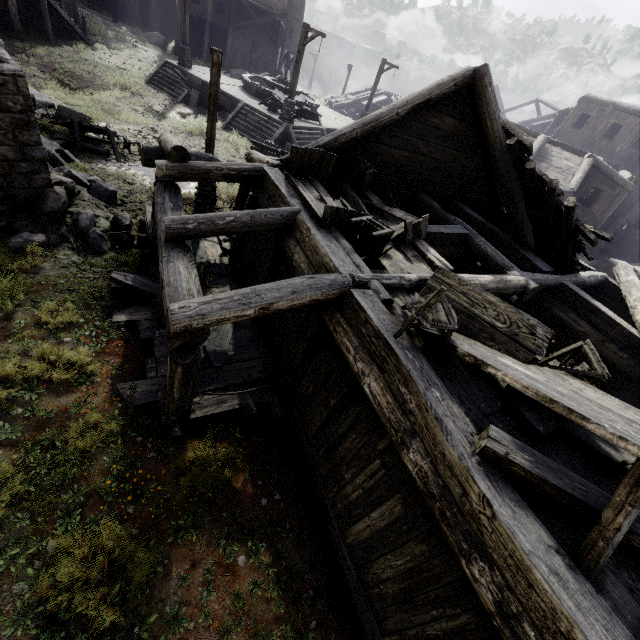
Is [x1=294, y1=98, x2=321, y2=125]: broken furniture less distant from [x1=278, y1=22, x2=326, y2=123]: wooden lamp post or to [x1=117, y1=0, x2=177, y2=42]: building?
[x1=278, y1=22, x2=326, y2=123]: wooden lamp post

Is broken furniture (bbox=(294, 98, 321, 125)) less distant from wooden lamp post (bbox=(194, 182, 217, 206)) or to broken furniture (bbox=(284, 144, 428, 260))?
wooden lamp post (bbox=(194, 182, 217, 206))

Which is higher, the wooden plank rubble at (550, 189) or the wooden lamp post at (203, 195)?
the wooden plank rubble at (550, 189)

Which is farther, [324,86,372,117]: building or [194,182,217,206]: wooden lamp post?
[324,86,372,117]: building

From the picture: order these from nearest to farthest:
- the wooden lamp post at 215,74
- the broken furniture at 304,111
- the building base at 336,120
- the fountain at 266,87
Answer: the wooden lamp post at 215,74
the building base at 336,120
the broken furniture at 304,111
the fountain at 266,87

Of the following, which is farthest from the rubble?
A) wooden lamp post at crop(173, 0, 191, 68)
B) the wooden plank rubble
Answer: wooden lamp post at crop(173, 0, 191, 68)

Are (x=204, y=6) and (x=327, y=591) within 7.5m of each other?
no

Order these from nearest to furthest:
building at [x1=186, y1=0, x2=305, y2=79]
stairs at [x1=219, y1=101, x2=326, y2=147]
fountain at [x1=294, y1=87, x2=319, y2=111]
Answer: stairs at [x1=219, y1=101, x2=326, y2=147], fountain at [x1=294, y1=87, x2=319, y2=111], building at [x1=186, y1=0, x2=305, y2=79]
